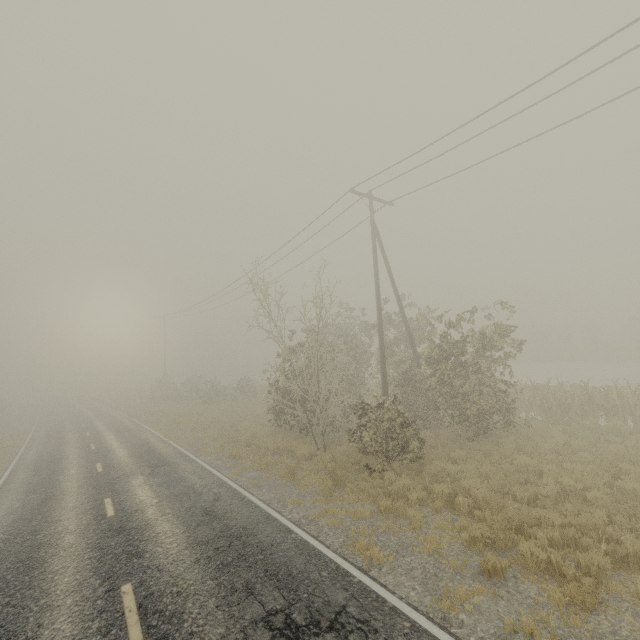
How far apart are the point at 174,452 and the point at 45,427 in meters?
23.6 m
